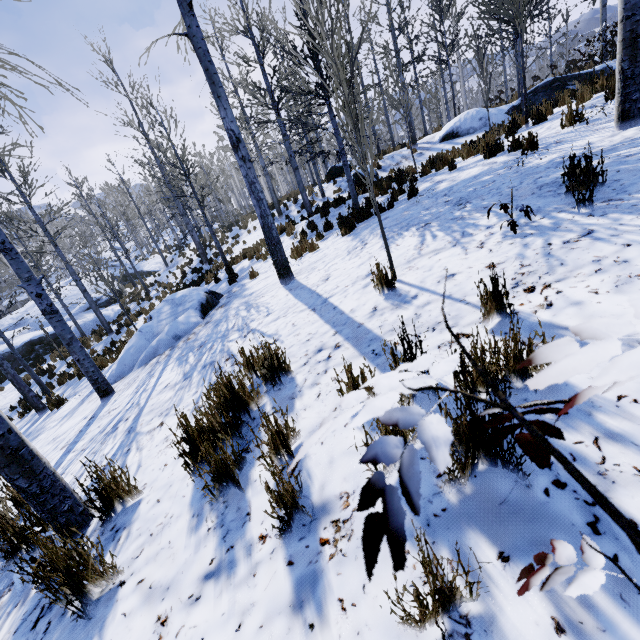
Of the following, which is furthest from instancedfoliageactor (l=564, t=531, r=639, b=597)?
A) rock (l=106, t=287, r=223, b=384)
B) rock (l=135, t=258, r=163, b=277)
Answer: rock (l=106, t=287, r=223, b=384)

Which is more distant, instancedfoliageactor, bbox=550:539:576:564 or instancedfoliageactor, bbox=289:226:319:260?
instancedfoliageactor, bbox=289:226:319:260

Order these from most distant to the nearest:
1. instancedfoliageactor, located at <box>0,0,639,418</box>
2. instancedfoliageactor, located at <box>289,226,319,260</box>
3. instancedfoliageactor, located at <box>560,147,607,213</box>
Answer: instancedfoliageactor, located at <box>289,226,319,260</box>, instancedfoliageactor, located at <box>0,0,639,418</box>, instancedfoliageactor, located at <box>560,147,607,213</box>

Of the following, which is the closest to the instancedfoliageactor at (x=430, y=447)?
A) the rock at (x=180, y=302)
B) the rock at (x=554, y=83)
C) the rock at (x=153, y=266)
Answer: the rock at (x=153, y=266)

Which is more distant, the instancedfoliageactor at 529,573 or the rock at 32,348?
the rock at 32,348

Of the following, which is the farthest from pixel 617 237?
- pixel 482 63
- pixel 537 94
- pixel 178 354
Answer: pixel 537 94

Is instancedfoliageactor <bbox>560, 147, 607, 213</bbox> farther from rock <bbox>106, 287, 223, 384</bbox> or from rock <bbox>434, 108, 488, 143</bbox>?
rock <bbox>434, 108, 488, 143</bbox>

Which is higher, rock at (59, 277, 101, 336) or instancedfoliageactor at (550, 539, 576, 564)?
instancedfoliageactor at (550, 539, 576, 564)
